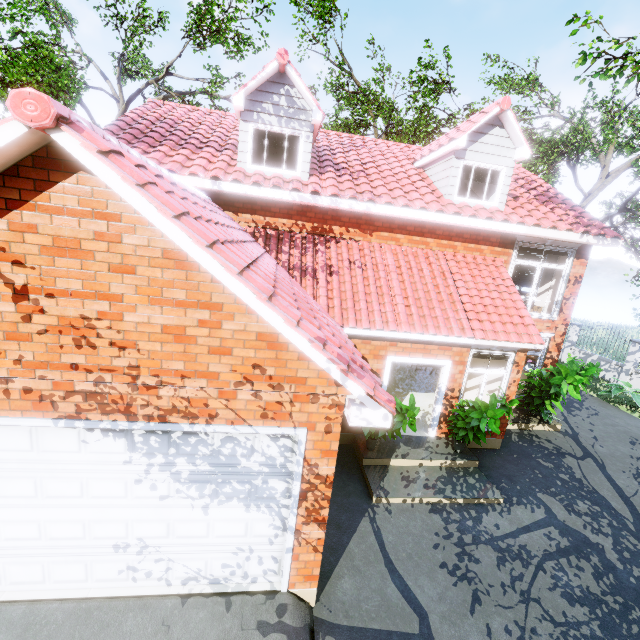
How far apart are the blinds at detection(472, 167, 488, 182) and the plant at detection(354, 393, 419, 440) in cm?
673

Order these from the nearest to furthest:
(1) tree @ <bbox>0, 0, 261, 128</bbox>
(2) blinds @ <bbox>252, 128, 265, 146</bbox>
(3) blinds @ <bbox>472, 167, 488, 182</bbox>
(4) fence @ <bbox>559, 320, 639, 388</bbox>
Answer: (2) blinds @ <bbox>252, 128, 265, 146</bbox> → (3) blinds @ <bbox>472, 167, 488, 182</bbox> → (1) tree @ <bbox>0, 0, 261, 128</bbox> → (4) fence @ <bbox>559, 320, 639, 388</bbox>

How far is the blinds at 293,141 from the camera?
8.77m

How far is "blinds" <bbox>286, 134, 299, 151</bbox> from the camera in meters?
8.8

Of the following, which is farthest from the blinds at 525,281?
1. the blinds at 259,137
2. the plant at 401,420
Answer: the blinds at 259,137

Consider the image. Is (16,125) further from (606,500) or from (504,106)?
(606,500)

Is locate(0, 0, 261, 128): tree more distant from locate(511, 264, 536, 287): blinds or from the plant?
locate(511, 264, 536, 287): blinds

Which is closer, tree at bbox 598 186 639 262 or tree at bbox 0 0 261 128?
tree at bbox 0 0 261 128
